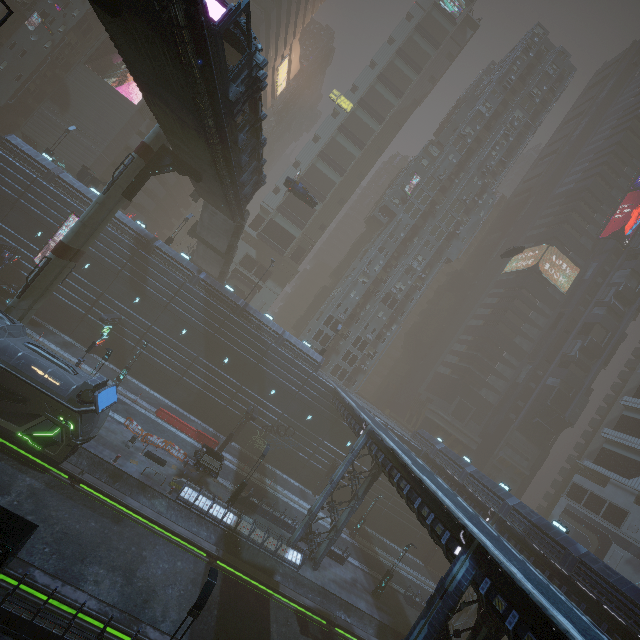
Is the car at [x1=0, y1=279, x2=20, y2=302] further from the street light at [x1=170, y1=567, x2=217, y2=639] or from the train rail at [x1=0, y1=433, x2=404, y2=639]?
the street light at [x1=170, y1=567, x2=217, y2=639]

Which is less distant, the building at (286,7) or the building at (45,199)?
the building at (45,199)

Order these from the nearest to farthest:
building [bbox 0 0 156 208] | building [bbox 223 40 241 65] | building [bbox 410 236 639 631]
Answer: building [bbox 410 236 639 631], building [bbox 0 0 156 208], building [bbox 223 40 241 65]

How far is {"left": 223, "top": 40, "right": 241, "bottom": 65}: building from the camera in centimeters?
4969cm

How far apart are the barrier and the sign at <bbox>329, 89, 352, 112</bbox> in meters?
57.3 m

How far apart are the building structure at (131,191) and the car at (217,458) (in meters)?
20.21

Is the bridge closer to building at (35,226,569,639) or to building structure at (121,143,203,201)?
building structure at (121,143,203,201)

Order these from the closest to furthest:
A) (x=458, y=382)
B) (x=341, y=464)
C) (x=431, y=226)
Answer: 1. (x=341, y=464)
2. (x=431, y=226)
3. (x=458, y=382)
